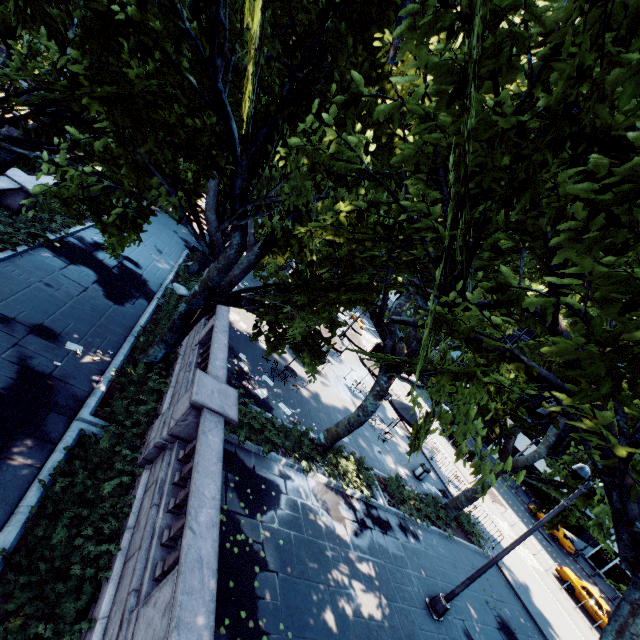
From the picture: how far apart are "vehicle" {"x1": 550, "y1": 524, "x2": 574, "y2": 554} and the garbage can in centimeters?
2731cm

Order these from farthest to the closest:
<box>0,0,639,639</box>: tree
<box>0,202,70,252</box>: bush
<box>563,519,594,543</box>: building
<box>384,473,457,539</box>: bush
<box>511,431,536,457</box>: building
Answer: <box>511,431,536,457</box>: building → <box>563,519,594,543</box>: building → <box>384,473,457,539</box>: bush → <box>0,202,70,252</box>: bush → <box>0,0,639,639</box>: tree

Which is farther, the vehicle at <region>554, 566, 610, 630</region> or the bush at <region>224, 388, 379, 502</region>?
the vehicle at <region>554, 566, 610, 630</region>

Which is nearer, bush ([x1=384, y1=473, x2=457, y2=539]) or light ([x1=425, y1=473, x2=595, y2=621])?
light ([x1=425, y1=473, x2=595, y2=621])

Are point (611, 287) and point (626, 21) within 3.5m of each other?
yes

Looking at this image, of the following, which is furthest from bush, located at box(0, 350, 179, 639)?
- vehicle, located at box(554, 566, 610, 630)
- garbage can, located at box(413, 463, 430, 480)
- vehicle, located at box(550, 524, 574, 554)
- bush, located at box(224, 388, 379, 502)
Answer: vehicle, located at box(550, 524, 574, 554)

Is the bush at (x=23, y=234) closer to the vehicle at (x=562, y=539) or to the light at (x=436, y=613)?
the light at (x=436, y=613)

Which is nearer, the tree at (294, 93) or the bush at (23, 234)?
the tree at (294, 93)
